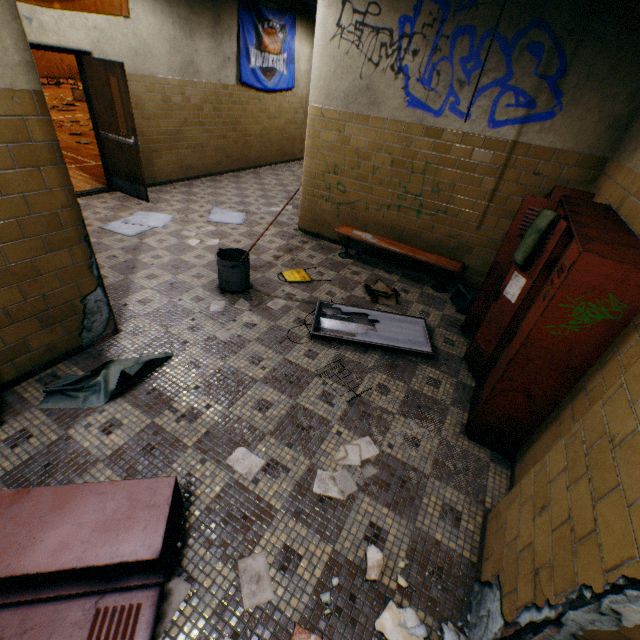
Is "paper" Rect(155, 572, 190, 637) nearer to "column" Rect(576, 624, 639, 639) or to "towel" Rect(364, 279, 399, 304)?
"column" Rect(576, 624, 639, 639)

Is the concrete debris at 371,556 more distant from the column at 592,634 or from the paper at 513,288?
the paper at 513,288

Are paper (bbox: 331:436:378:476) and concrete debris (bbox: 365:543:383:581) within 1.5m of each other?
yes

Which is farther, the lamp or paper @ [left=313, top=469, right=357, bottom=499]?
the lamp

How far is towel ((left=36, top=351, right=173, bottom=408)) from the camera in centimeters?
252cm

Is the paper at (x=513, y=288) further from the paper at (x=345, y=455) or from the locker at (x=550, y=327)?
the paper at (x=345, y=455)

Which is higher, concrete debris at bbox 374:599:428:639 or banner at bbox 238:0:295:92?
banner at bbox 238:0:295:92

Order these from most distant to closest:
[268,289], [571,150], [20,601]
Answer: [268,289], [571,150], [20,601]
